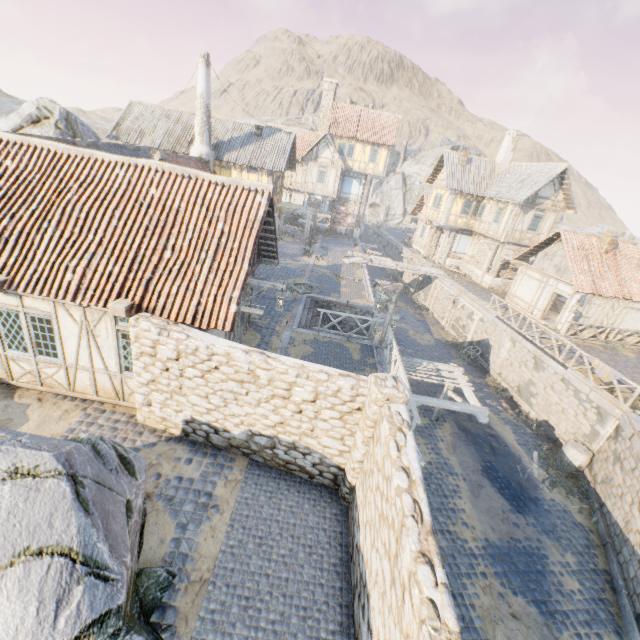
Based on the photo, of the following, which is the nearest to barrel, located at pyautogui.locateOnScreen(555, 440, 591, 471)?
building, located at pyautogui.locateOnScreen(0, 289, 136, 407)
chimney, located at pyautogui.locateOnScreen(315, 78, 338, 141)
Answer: building, located at pyautogui.locateOnScreen(0, 289, 136, 407)

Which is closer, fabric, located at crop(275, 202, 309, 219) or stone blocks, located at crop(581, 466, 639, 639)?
stone blocks, located at crop(581, 466, 639, 639)

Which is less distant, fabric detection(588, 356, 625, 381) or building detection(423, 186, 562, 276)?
fabric detection(588, 356, 625, 381)

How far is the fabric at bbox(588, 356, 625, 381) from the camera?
13.68m

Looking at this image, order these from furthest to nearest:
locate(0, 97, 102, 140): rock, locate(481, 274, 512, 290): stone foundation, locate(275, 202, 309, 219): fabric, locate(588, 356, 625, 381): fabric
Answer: locate(275, 202, 309, 219): fabric → locate(481, 274, 512, 290): stone foundation → locate(0, 97, 102, 140): rock → locate(588, 356, 625, 381): fabric

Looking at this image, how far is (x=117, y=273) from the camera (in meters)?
7.72

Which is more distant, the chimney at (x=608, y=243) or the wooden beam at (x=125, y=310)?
the chimney at (x=608, y=243)

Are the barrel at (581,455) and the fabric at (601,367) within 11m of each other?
yes
